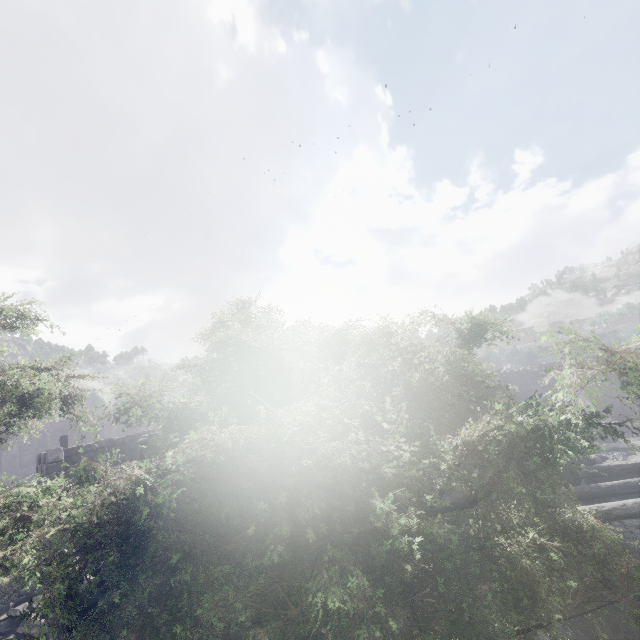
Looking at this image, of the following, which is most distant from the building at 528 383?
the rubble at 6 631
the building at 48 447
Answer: the building at 48 447

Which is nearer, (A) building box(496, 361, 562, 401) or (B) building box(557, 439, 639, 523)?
(B) building box(557, 439, 639, 523)

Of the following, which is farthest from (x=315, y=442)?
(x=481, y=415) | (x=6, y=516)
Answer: (x=481, y=415)

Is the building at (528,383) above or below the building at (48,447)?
below

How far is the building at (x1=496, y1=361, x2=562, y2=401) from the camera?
32.78m

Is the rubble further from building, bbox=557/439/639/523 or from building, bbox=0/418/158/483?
building, bbox=0/418/158/483

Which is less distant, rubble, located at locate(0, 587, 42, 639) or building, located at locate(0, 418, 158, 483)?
rubble, located at locate(0, 587, 42, 639)

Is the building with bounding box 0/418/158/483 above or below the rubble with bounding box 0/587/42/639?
above
